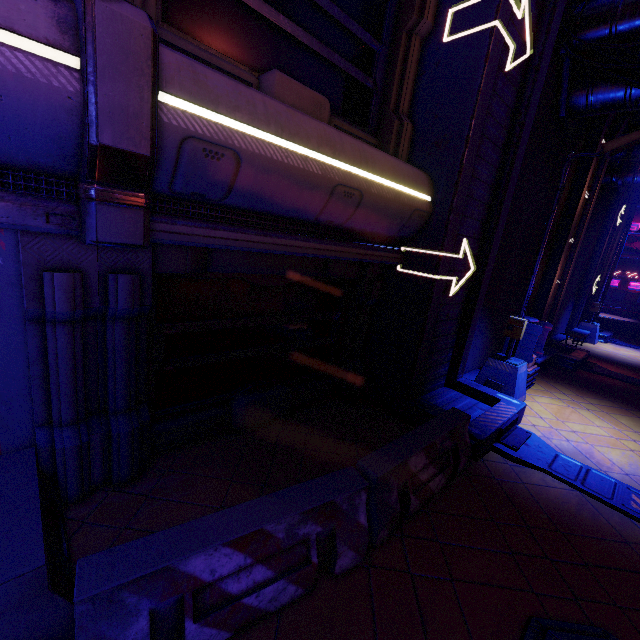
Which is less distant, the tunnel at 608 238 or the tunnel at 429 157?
the tunnel at 429 157

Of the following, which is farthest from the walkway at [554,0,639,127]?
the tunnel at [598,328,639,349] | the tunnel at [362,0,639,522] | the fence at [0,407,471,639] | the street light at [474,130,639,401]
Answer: the tunnel at [598,328,639,349]

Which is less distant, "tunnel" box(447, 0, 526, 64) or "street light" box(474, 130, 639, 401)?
"tunnel" box(447, 0, 526, 64)

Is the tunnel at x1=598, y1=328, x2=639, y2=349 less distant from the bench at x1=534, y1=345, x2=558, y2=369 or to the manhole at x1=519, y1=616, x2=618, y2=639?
the bench at x1=534, y1=345, x2=558, y2=369

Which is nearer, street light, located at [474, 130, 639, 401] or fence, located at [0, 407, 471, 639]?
fence, located at [0, 407, 471, 639]

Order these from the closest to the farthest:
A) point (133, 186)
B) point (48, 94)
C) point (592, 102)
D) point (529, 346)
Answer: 1. point (48, 94)
2. point (133, 186)
3. point (592, 102)
4. point (529, 346)

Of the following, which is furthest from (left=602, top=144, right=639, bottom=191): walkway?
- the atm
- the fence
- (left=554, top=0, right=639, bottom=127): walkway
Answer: the fence

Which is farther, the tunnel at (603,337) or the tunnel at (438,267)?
the tunnel at (603,337)
